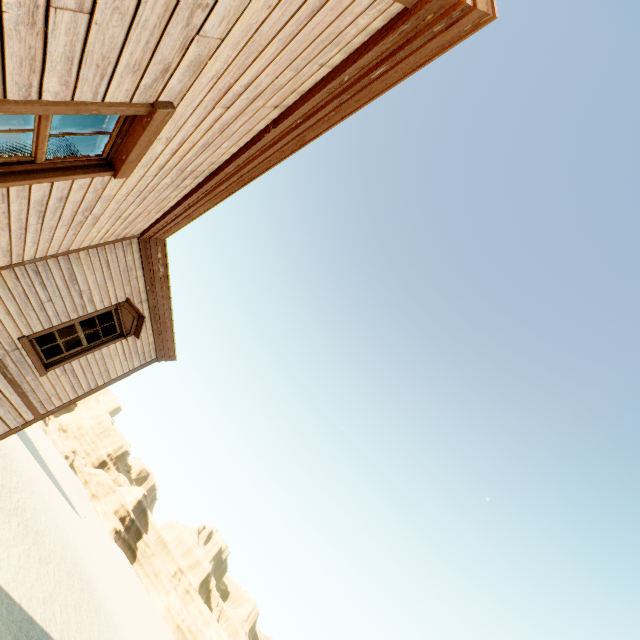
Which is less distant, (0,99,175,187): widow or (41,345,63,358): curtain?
(0,99,175,187): widow

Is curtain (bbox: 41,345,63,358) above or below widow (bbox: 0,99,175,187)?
below

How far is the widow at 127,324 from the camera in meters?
6.5

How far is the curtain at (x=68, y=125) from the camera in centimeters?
235cm

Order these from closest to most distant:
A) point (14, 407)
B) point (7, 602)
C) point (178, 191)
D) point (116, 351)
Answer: point (178, 191)
point (14, 407)
point (116, 351)
point (7, 602)

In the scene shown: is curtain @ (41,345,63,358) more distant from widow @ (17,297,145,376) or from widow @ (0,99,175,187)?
widow @ (0,99,175,187)

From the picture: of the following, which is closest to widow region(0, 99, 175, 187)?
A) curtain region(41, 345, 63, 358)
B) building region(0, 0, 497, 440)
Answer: building region(0, 0, 497, 440)

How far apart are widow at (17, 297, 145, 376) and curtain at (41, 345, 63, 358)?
0.0 meters
